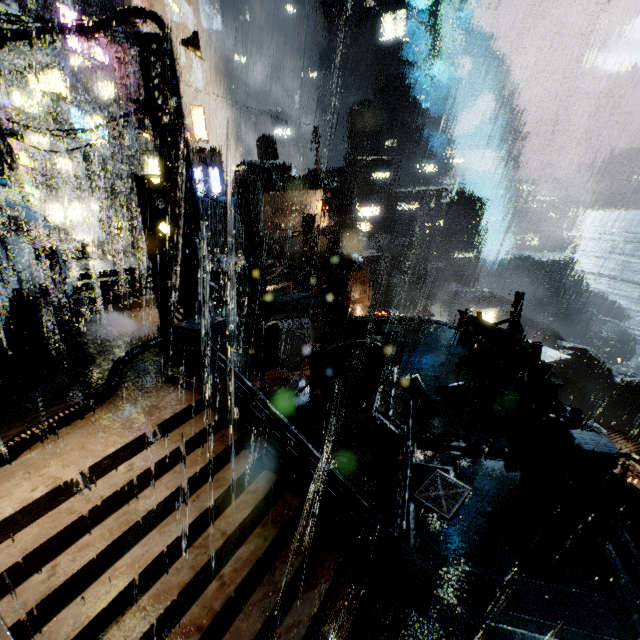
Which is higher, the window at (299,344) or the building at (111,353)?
the building at (111,353)

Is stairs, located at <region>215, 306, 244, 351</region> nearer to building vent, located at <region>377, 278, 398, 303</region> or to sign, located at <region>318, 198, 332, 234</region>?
sign, located at <region>318, 198, 332, 234</region>

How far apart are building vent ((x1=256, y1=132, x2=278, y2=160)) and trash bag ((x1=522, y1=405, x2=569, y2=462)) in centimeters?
5550cm

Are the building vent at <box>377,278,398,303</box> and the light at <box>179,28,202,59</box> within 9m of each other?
no

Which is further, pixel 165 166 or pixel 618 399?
pixel 618 399

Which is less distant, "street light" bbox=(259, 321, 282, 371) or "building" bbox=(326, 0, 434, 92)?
"street light" bbox=(259, 321, 282, 371)

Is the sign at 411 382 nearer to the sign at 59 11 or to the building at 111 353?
the building at 111 353

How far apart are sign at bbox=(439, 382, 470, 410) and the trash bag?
1.7 meters
